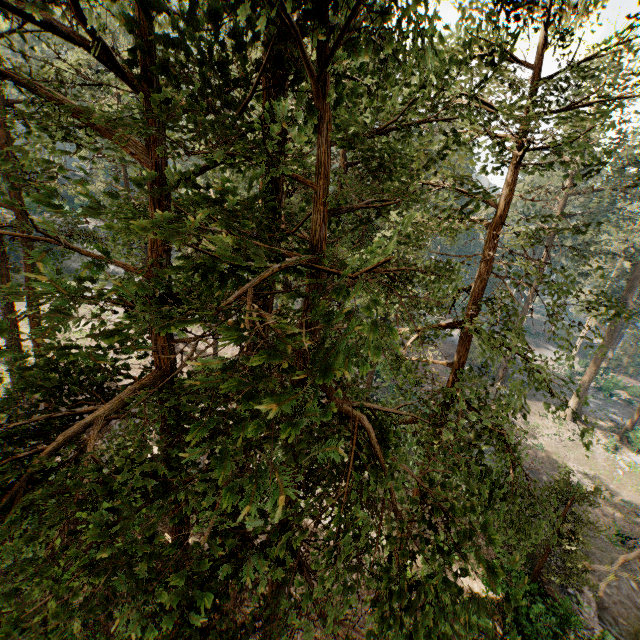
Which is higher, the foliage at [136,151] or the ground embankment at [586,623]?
the foliage at [136,151]

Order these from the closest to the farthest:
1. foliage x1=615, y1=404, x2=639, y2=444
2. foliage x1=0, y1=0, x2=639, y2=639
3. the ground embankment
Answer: foliage x1=0, y1=0, x2=639, y2=639 → the ground embankment → foliage x1=615, y1=404, x2=639, y2=444

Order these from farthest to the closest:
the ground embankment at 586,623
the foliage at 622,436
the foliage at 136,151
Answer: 1. the foliage at 622,436
2. the ground embankment at 586,623
3. the foliage at 136,151

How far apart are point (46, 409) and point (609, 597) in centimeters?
2978cm

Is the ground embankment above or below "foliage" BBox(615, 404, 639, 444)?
below

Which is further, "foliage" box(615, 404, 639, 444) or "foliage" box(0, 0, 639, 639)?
"foliage" box(615, 404, 639, 444)

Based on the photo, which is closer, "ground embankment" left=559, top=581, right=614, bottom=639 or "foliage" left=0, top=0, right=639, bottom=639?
"foliage" left=0, top=0, right=639, bottom=639
